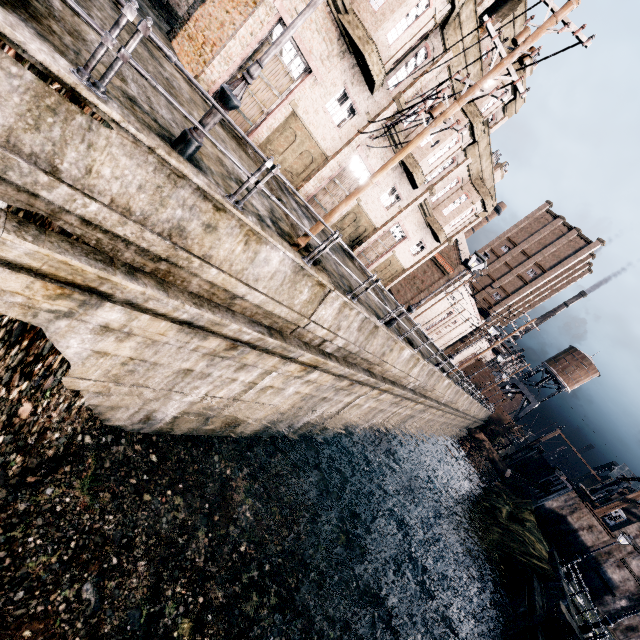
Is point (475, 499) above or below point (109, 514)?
above

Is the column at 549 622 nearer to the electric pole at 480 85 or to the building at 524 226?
the electric pole at 480 85

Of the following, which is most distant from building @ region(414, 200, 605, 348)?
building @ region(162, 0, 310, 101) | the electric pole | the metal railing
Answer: the metal railing

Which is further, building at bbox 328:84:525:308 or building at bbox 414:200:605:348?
building at bbox 414:200:605:348

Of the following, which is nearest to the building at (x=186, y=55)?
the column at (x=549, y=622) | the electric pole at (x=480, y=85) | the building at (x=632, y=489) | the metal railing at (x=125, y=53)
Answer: the electric pole at (x=480, y=85)

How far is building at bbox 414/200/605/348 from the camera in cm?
4828

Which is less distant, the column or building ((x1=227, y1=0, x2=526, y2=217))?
building ((x1=227, y1=0, x2=526, y2=217))

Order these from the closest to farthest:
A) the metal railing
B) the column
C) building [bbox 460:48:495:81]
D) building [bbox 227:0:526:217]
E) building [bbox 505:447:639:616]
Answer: the metal railing, building [bbox 227:0:526:217], the column, building [bbox 460:48:495:81], building [bbox 505:447:639:616]
